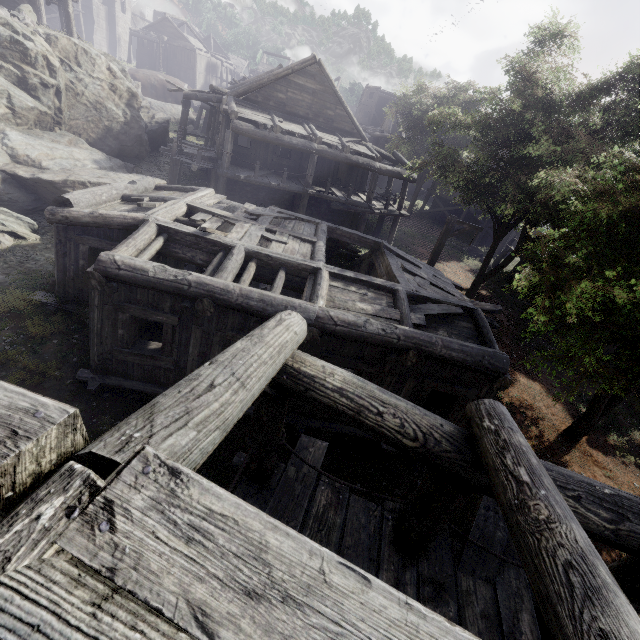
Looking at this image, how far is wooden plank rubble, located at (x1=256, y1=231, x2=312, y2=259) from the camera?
9.0m

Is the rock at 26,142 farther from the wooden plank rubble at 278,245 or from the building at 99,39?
the wooden plank rubble at 278,245

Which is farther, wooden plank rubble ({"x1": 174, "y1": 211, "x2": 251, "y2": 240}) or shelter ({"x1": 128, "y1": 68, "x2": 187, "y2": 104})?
shelter ({"x1": 128, "y1": 68, "x2": 187, "y2": 104})

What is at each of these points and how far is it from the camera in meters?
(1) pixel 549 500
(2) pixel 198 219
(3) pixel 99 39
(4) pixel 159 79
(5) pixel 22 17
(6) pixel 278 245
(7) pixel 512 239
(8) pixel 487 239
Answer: (1) building, 2.0 m
(2) wooden plank rubble, 9.1 m
(3) building, 55.6 m
(4) shelter, 39.3 m
(5) rubble, 16.0 m
(6) wooden plank rubble, 9.2 m
(7) building, 25.3 m
(8) building, 31.8 m

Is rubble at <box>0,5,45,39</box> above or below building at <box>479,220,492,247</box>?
above

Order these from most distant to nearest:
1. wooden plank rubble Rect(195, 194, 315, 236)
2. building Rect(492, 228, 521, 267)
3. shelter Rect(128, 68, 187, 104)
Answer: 1. shelter Rect(128, 68, 187, 104)
2. building Rect(492, 228, 521, 267)
3. wooden plank rubble Rect(195, 194, 315, 236)

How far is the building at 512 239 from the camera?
25.4m

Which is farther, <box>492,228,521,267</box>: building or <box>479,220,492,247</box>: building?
<box>479,220,492,247</box>: building
